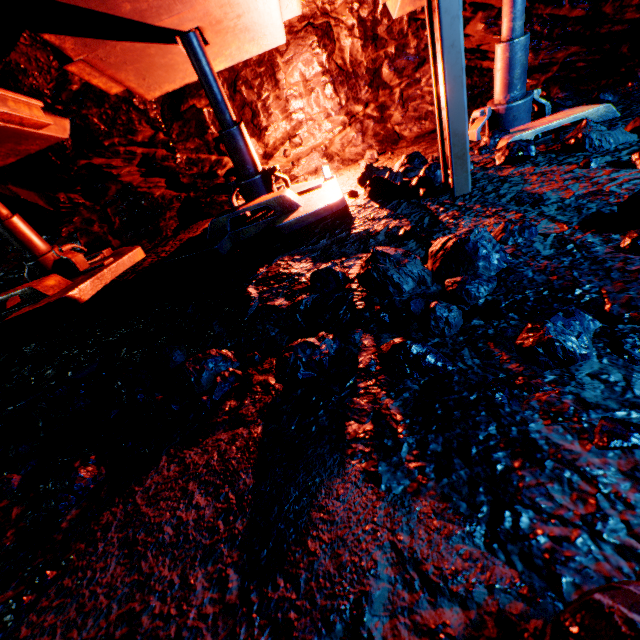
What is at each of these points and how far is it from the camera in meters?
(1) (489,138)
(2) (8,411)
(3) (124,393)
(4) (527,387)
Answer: (1) rock, 2.8
(2) cable, 2.0
(3) rock, 1.6
(4) rock, 0.9

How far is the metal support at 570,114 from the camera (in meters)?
2.48

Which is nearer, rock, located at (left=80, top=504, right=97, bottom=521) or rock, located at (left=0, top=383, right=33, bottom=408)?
rock, located at (left=80, top=504, right=97, bottom=521)

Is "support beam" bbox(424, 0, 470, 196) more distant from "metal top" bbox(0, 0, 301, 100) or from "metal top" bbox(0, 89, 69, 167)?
"metal top" bbox(0, 89, 69, 167)

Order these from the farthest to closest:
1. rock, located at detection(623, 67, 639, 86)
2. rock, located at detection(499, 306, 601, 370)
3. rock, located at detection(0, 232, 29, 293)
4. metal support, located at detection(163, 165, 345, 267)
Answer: rock, located at detection(0, 232, 29, 293) → rock, located at detection(623, 67, 639, 86) → metal support, located at detection(163, 165, 345, 267) → rock, located at detection(499, 306, 601, 370)

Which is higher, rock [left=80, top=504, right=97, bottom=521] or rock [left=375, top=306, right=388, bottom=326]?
rock [left=375, top=306, right=388, bottom=326]

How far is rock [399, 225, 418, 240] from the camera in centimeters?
191cm

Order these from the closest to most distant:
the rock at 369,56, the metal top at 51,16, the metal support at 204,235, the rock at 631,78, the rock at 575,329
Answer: the rock at 575,329
the metal top at 51,16
the metal support at 204,235
the rock at 631,78
the rock at 369,56
